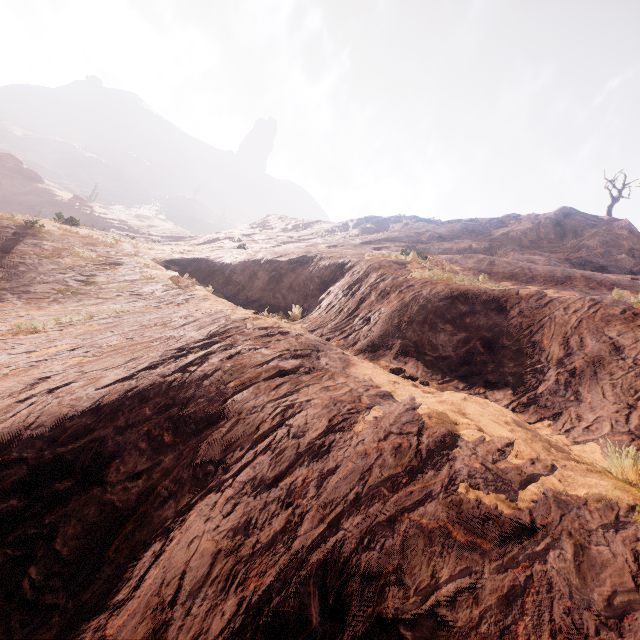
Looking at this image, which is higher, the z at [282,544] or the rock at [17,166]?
the rock at [17,166]

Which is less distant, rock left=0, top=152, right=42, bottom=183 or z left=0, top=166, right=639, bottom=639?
z left=0, top=166, right=639, bottom=639

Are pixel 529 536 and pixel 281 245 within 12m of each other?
no

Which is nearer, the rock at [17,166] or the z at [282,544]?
the z at [282,544]

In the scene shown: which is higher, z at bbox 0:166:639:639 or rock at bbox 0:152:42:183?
rock at bbox 0:152:42:183
